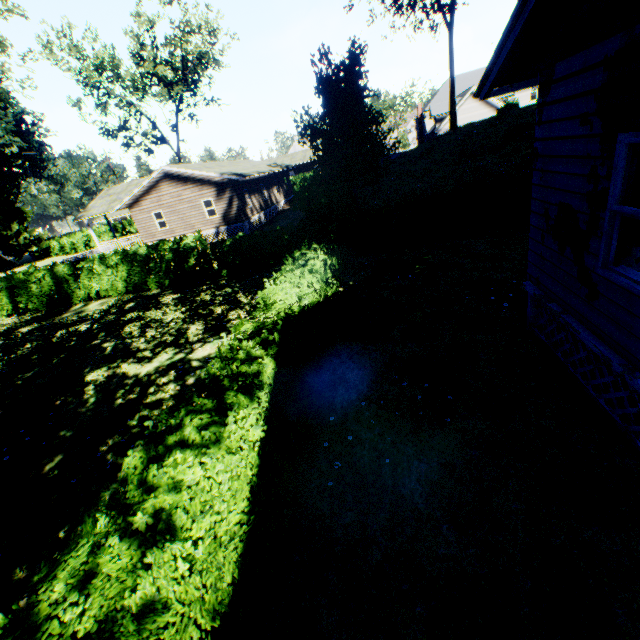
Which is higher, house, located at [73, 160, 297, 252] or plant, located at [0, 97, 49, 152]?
plant, located at [0, 97, 49, 152]

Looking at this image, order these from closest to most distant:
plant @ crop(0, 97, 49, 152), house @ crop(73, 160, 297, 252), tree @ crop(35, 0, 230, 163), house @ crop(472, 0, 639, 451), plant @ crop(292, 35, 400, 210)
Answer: house @ crop(472, 0, 639, 451) → plant @ crop(292, 35, 400, 210) → house @ crop(73, 160, 297, 252) → tree @ crop(35, 0, 230, 163) → plant @ crop(0, 97, 49, 152)

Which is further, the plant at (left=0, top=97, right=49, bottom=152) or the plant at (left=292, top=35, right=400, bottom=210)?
the plant at (left=0, top=97, right=49, bottom=152)

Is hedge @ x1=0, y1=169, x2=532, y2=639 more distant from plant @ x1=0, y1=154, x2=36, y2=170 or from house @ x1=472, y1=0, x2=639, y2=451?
plant @ x1=0, y1=154, x2=36, y2=170

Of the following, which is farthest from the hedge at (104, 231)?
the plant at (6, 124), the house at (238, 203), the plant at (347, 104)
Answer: the plant at (347, 104)

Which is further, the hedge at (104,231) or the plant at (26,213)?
the hedge at (104,231)

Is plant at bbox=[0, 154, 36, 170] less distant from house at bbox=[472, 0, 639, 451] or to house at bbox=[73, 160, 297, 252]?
house at bbox=[73, 160, 297, 252]

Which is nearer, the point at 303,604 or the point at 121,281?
the point at 303,604
